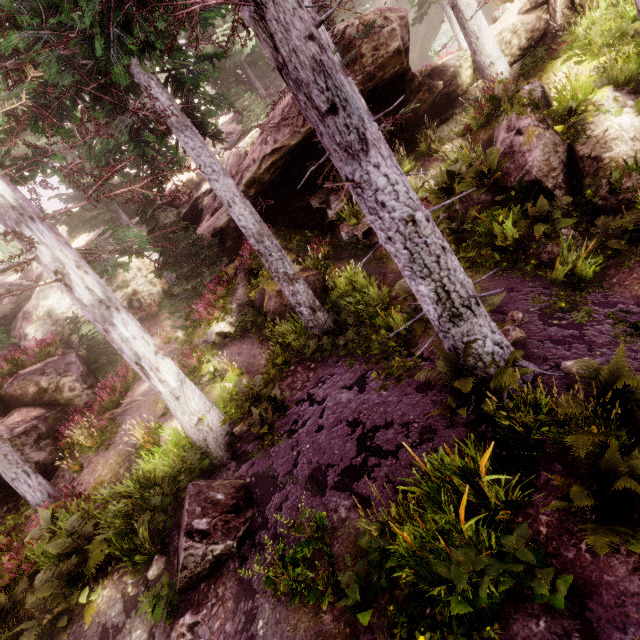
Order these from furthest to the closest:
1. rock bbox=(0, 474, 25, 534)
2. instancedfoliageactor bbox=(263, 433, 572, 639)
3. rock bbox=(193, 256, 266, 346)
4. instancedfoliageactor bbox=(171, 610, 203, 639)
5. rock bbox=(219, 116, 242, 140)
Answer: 1. rock bbox=(219, 116, 242, 140)
2. rock bbox=(193, 256, 266, 346)
3. rock bbox=(0, 474, 25, 534)
4. instancedfoliageactor bbox=(171, 610, 203, 639)
5. instancedfoliageactor bbox=(263, 433, 572, 639)

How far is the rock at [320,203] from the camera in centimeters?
1223cm

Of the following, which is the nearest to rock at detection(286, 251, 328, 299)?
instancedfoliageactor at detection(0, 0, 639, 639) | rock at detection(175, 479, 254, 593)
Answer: instancedfoliageactor at detection(0, 0, 639, 639)

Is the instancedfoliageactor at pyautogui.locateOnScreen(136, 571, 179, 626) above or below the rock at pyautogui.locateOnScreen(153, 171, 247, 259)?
below

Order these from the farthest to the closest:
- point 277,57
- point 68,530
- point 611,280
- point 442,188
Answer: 1. point 442,188
2. point 68,530
3. point 611,280
4. point 277,57

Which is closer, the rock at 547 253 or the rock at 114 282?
the rock at 547 253
